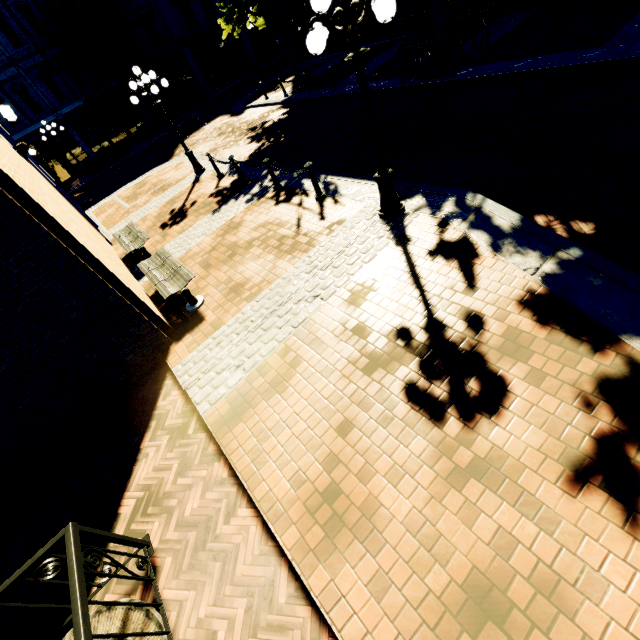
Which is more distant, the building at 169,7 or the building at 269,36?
the building at 269,36

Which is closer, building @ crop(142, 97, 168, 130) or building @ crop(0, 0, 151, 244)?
building @ crop(0, 0, 151, 244)

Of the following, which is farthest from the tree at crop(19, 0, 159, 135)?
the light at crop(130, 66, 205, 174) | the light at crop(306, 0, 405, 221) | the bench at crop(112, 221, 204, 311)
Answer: the light at crop(130, 66, 205, 174)

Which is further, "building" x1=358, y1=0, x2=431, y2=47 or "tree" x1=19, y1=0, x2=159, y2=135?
"tree" x1=19, y1=0, x2=159, y2=135

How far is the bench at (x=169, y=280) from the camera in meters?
6.3

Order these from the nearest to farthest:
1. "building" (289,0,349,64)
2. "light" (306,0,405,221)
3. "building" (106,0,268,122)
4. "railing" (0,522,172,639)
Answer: "railing" (0,522,172,639) → "light" (306,0,405,221) → "building" (289,0,349,64) → "building" (106,0,268,122)

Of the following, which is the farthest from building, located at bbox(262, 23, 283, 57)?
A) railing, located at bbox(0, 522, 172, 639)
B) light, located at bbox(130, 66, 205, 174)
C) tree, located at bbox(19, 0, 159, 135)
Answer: railing, located at bbox(0, 522, 172, 639)

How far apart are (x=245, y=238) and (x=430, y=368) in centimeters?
576cm
